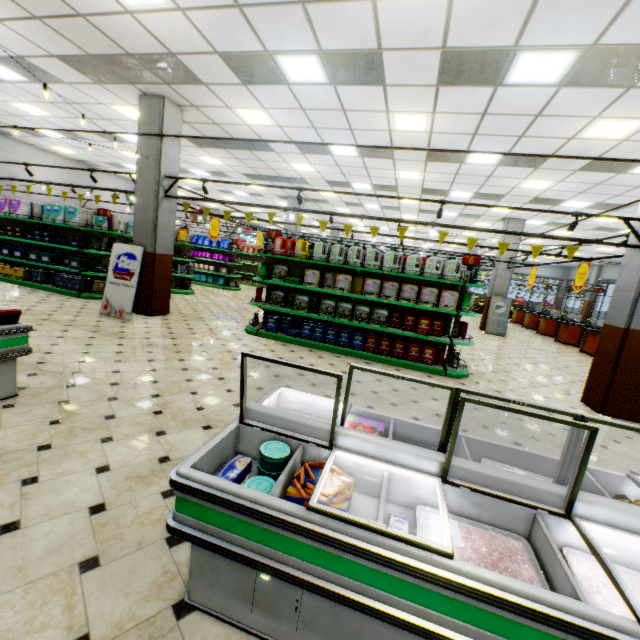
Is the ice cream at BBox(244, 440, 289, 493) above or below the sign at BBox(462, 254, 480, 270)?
below

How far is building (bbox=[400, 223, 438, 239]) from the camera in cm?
1933

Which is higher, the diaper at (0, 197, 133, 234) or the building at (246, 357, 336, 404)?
the diaper at (0, 197, 133, 234)

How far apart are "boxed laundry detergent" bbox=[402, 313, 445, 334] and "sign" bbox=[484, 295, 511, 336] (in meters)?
8.51

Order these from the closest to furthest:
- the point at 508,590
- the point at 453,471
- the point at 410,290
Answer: the point at 508,590 → the point at 453,471 → the point at 410,290

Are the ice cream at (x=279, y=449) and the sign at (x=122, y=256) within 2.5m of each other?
no

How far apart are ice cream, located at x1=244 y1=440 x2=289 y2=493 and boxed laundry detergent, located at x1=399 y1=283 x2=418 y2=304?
5.22m

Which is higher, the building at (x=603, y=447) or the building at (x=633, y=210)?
the building at (x=633, y=210)
